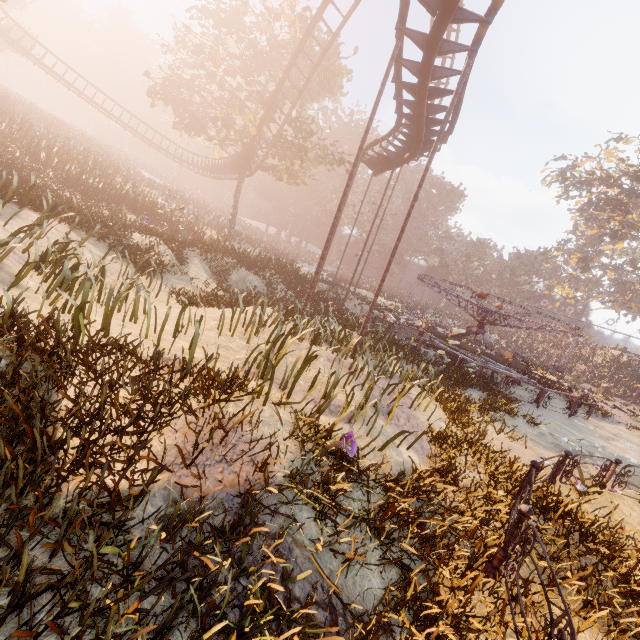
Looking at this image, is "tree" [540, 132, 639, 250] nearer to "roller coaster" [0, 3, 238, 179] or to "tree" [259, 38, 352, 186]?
"roller coaster" [0, 3, 238, 179]

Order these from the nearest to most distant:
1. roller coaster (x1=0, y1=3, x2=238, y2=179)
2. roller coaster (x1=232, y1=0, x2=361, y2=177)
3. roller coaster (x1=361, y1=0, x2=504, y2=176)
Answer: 1. roller coaster (x1=361, y1=0, x2=504, y2=176)
2. roller coaster (x1=232, y1=0, x2=361, y2=177)
3. roller coaster (x1=0, y1=3, x2=238, y2=179)

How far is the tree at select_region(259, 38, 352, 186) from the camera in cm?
2452

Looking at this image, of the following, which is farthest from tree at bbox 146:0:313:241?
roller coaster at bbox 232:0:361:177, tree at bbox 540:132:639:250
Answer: tree at bbox 540:132:639:250

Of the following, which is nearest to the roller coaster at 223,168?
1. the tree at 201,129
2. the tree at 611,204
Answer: the tree at 201,129

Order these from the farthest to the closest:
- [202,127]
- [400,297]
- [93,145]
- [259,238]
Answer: [400,297], [259,238], [93,145], [202,127]

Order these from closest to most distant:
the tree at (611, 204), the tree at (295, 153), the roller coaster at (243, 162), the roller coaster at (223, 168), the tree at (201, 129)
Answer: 1. the roller coaster at (243, 162)
2. the tree at (201, 129)
3. the tree at (295, 153)
4. the roller coaster at (223, 168)
5. the tree at (611, 204)
